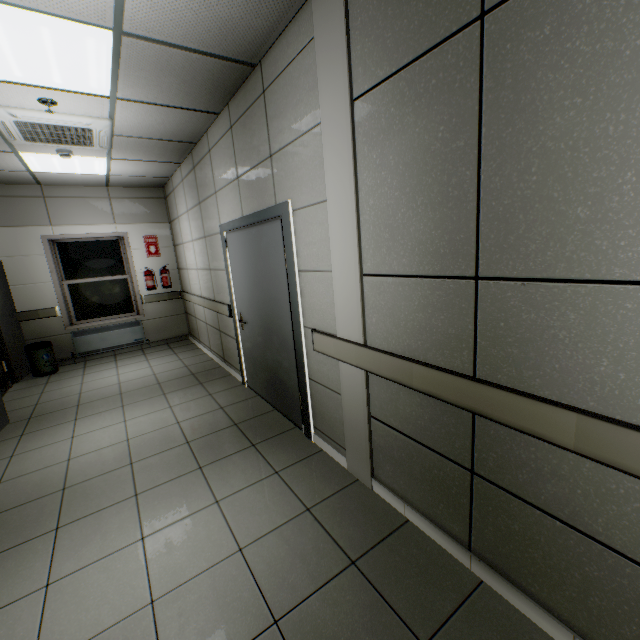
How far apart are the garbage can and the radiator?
0.3m

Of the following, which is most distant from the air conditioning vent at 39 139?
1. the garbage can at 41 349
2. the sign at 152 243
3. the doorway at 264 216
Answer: the garbage can at 41 349

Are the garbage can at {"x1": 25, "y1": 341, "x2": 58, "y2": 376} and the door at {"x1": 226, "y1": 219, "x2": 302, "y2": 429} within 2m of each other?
no

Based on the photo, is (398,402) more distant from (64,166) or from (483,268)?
(64,166)

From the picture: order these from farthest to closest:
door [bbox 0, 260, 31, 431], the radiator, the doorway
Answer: the radiator
door [bbox 0, 260, 31, 431]
the doorway

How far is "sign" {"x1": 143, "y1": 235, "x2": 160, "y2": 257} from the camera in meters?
6.7 m

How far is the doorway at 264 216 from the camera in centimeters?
269cm

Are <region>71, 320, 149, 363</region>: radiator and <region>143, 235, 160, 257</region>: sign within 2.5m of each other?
yes
